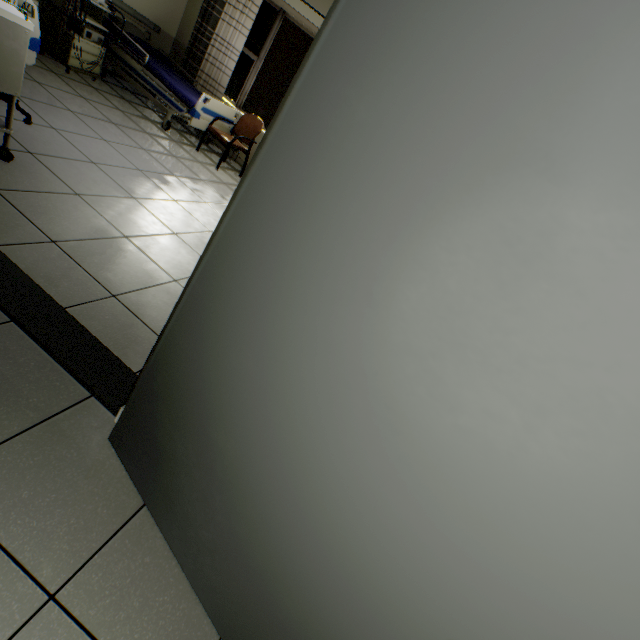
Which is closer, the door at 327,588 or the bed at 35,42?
the door at 327,588

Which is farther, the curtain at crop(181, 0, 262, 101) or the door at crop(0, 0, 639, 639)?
the curtain at crop(181, 0, 262, 101)

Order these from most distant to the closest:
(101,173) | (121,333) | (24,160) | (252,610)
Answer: (101,173) → (24,160) → (121,333) → (252,610)

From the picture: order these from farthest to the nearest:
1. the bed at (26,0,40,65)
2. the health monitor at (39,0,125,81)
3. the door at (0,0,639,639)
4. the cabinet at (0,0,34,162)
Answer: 1. the health monitor at (39,0,125,81)
2. the bed at (26,0,40,65)
3. the cabinet at (0,0,34,162)
4. the door at (0,0,639,639)

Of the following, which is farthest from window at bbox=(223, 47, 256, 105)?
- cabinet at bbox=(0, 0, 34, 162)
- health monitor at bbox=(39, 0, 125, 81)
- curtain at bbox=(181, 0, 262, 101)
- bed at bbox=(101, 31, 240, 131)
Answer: cabinet at bbox=(0, 0, 34, 162)

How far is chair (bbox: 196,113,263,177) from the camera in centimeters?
479cm

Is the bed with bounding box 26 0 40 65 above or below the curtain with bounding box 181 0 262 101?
below

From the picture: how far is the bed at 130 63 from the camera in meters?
4.5 m
